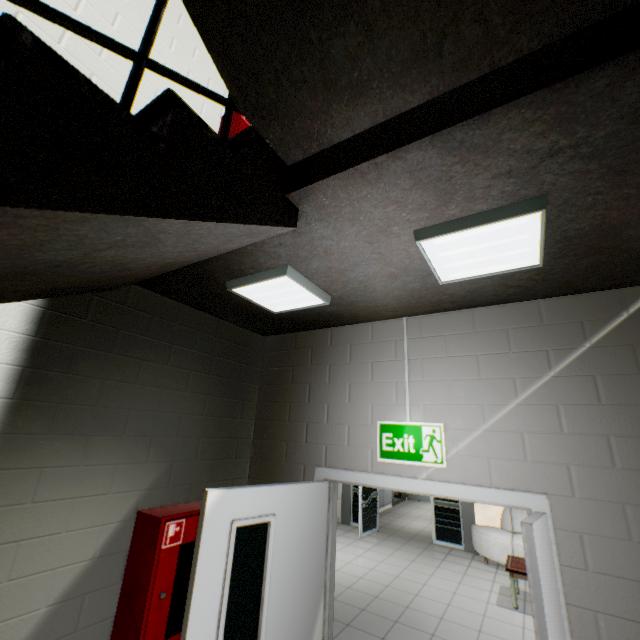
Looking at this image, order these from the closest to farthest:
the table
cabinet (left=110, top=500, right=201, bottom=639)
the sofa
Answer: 1. cabinet (left=110, top=500, right=201, bottom=639)
2. the table
3. the sofa

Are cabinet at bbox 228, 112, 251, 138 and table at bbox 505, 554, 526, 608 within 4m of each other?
no

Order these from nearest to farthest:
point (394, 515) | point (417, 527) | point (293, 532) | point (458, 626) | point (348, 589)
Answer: point (293, 532) → point (458, 626) → point (348, 589) → point (417, 527) → point (394, 515)

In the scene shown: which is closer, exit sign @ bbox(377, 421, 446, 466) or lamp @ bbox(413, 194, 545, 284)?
lamp @ bbox(413, 194, 545, 284)

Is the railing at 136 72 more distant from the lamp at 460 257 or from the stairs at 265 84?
the lamp at 460 257

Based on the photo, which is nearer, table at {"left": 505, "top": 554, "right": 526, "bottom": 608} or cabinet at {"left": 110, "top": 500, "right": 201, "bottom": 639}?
cabinet at {"left": 110, "top": 500, "right": 201, "bottom": 639}

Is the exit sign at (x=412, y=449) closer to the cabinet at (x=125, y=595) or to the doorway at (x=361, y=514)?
the cabinet at (x=125, y=595)

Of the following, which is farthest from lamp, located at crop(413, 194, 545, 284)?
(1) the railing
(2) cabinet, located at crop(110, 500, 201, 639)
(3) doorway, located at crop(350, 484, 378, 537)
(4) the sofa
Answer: (3) doorway, located at crop(350, 484, 378, 537)
